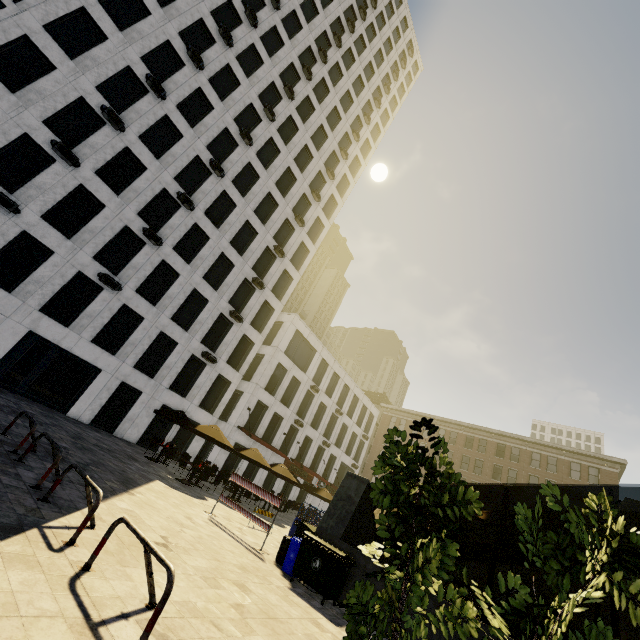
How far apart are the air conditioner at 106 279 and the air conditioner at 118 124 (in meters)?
8.60

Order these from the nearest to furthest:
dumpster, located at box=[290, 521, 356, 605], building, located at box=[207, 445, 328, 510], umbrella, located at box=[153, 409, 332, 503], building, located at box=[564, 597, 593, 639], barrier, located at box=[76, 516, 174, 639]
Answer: barrier, located at box=[76, 516, 174, 639]
dumpster, located at box=[290, 521, 356, 605]
umbrella, located at box=[153, 409, 332, 503]
building, located at box=[207, 445, 328, 510]
building, located at box=[564, 597, 593, 639]

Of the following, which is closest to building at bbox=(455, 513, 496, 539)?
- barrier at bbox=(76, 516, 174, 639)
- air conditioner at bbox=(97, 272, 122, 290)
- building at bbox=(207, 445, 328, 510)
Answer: building at bbox=(207, 445, 328, 510)

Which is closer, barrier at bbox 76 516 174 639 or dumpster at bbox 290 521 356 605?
barrier at bbox 76 516 174 639

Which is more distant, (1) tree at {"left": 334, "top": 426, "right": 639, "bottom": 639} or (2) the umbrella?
(2) the umbrella

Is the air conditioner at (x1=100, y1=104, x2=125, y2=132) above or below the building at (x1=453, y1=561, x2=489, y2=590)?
above

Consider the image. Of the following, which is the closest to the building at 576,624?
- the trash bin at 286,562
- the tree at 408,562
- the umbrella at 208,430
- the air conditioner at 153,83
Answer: the tree at 408,562

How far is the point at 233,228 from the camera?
26.7 meters
